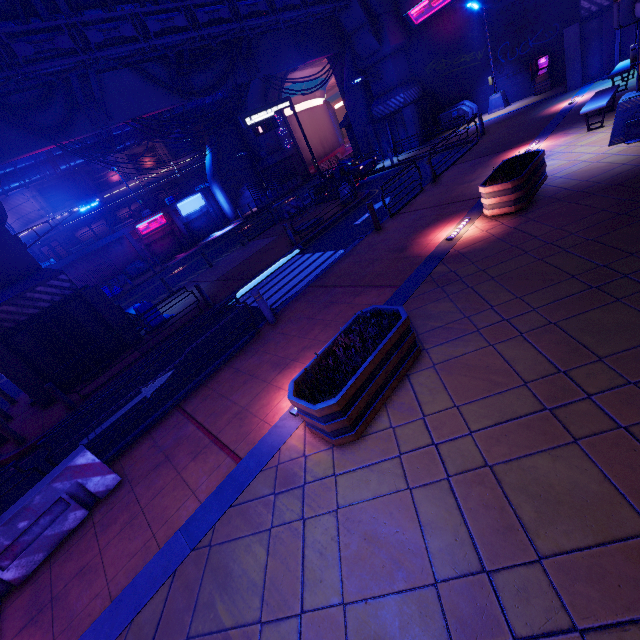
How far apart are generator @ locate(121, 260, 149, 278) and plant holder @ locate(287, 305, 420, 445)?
33.99m

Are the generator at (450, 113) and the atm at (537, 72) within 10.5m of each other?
yes

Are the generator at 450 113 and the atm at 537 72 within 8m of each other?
yes

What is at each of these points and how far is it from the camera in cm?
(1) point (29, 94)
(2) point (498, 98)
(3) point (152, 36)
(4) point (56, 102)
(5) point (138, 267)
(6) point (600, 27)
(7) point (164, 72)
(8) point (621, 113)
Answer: (1) walkway, 1374
(2) street light, 2123
(3) pipe, 1325
(4) walkway, 1433
(5) generator, 3312
(6) pillar, 1512
(7) walkway, 1703
(8) street light, 848

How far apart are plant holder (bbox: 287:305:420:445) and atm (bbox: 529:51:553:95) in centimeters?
2338cm

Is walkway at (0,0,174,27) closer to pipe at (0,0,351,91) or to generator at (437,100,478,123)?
pipe at (0,0,351,91)

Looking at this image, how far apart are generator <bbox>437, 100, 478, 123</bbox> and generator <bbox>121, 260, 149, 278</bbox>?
30.1 meters

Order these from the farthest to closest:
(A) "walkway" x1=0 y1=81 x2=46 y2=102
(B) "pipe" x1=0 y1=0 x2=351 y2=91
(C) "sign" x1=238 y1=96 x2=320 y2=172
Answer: (C) "sign" x1=238 y1=96 x2=320 y2=172, (A) "walkway" x1=0 y1=81 x2=46 y2=102, (B) "pipe" x1=0 y1=0 x2=351 y2=91
